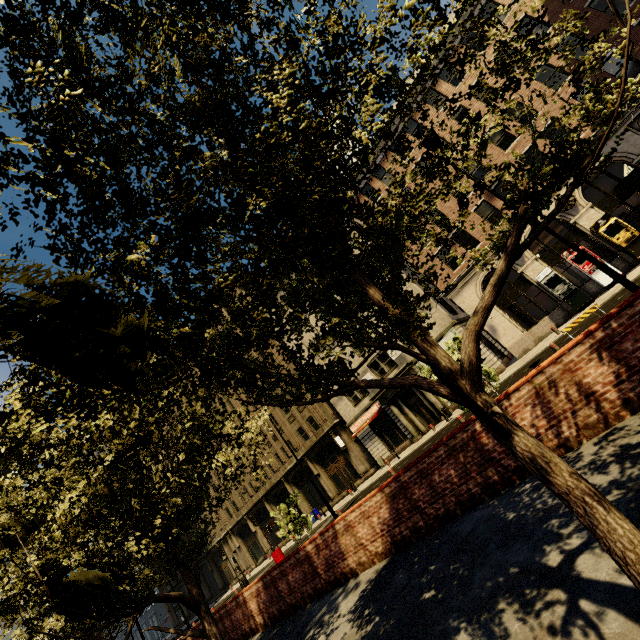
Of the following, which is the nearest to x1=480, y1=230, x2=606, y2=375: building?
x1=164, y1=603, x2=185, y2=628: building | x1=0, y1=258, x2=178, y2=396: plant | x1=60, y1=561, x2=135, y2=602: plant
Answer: x1=164, y1=603, x2=185, y2=628: building

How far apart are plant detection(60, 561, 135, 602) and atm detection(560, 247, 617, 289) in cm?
2425

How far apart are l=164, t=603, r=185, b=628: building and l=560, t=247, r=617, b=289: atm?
76.9m

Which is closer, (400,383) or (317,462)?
(400,383)

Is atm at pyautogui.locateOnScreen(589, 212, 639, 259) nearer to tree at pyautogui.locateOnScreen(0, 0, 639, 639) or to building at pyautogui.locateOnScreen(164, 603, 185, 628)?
tree at pyautogui.locateOnScreen(0, 0, 639, 639)

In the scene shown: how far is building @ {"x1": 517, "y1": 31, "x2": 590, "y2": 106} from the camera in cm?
1952

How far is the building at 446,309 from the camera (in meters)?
23.03

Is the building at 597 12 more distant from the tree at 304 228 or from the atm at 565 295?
the tree at 304 228
